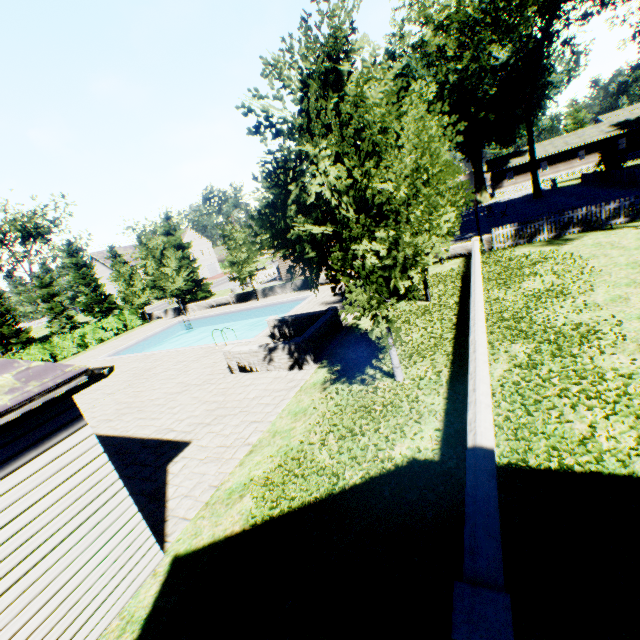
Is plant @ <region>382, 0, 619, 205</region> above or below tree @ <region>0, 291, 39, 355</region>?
above

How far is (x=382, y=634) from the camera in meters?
3.5 m

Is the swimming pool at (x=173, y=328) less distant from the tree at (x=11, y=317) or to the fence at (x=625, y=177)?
the tree at (x=11, y=317)

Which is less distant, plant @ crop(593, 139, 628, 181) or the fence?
the fence

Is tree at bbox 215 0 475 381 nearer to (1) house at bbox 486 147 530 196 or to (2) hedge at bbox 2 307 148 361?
(2) hedge at bbox 2 307 148 361

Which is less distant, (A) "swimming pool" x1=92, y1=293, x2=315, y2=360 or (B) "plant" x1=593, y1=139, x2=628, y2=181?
(A) "swimming pool" x1=92, y1=293, x2=315, y2=360

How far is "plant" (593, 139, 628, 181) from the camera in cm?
3036

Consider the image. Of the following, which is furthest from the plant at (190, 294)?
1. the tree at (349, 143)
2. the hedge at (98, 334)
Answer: the hedge at (98, 334)
